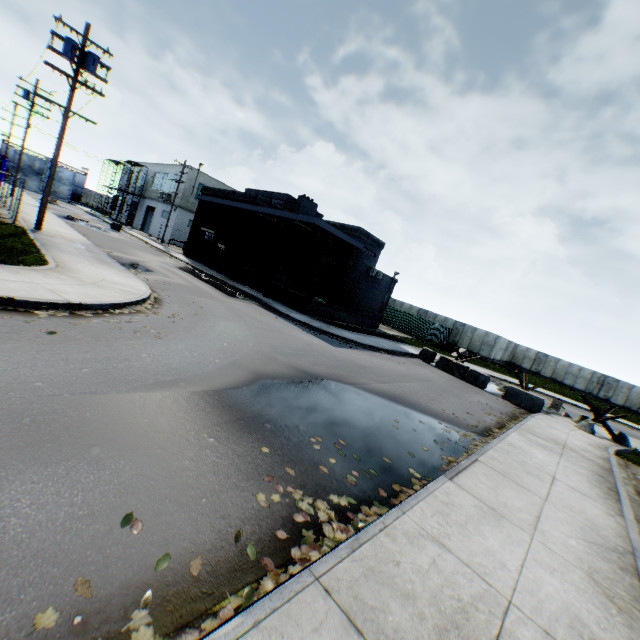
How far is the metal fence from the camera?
34.3 meters

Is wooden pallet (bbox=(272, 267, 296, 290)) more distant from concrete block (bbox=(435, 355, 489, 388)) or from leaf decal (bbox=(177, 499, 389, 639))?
leaf decal (bbox=(177, 499, 389, 639))

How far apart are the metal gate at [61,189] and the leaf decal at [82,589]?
74.8m

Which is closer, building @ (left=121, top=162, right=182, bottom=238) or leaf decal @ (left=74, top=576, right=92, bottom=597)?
leaf decal @ (left=74, top=576, right=92, bottom=597)

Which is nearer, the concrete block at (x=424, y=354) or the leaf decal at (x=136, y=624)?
the leaf decal at (x=136, y=624)

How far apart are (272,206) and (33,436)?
25.70m

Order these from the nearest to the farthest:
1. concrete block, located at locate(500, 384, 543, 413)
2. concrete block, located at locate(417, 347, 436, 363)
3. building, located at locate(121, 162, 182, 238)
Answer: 1. concrete block, located at locate(500, 384, 543, 413)
2. concrete block, located at locate(417, 347, 436, 363)
3. building, located at locate(121, 162, 182, 238)

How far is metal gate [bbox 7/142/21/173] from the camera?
52.21m
